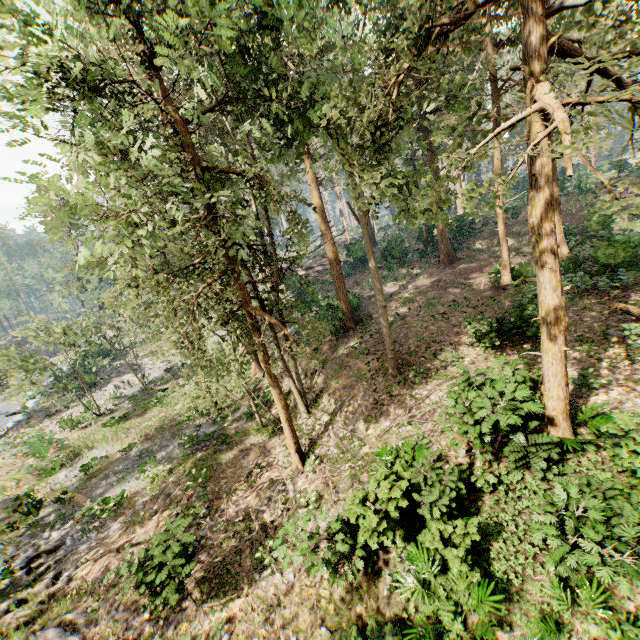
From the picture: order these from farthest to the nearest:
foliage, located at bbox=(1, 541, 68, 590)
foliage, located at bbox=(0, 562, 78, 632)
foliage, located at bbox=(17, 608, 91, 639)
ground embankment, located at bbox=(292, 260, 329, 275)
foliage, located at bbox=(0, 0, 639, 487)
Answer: ground embankment, located at bbox=(292, 260, 329, 275) → foliage, located at bbox=(1, 541, 68, 590) → foliage, located at bbox=(0, 562, 78, 632) → foliage, located at bbox=(17, 608, 91, 639) → foliage, located at bbox=(0, 0, 639, 487)

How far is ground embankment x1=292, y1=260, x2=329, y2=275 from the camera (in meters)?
41.56

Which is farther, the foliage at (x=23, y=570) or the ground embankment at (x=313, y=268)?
the ground embankment at (x=313, y=268)

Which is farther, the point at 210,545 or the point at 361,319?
the point at 361,319

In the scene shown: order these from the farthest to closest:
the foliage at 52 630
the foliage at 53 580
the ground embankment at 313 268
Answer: the ground embankment at 313 268, the foliage at 53 580, the foliage at 52 630

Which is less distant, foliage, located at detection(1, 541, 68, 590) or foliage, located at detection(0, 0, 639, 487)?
foliage, located at detection(0, 0, 639, 487)

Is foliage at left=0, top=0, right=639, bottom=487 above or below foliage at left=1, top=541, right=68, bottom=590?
above
